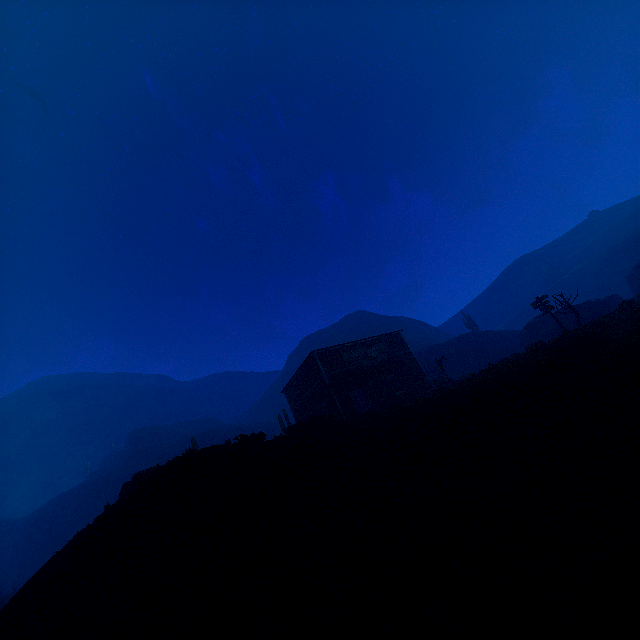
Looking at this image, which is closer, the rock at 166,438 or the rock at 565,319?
the rock at 565,319

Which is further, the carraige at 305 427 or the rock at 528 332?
the rock at 528 332

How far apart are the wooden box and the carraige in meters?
0.0

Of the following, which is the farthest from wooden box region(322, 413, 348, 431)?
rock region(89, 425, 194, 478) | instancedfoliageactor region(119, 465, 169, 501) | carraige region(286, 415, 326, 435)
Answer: instancedfoliageactor region(119, 465, 169, 501)

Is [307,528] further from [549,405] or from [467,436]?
[549,405]

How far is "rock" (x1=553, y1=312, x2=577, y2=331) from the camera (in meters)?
33.44

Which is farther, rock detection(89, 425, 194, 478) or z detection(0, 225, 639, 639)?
rock detection(89, 425, 194, 478)

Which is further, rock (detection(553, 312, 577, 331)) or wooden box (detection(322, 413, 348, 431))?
rock (detection(553, 312, 577, 331))
